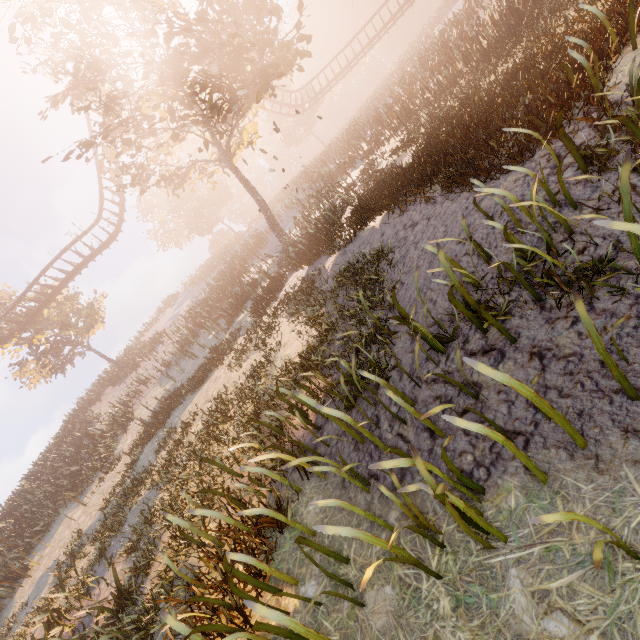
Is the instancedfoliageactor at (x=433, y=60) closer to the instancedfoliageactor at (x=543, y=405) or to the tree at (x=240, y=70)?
the instancedfoliageactor at (x=543, y=405)

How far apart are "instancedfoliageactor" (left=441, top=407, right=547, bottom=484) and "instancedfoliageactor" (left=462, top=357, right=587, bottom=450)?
0.3m

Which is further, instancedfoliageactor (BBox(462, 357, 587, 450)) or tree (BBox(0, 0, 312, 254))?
tree (BBox(0, 0, 312, 254))

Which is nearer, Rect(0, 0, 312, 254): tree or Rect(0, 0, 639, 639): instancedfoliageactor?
Rect(0, 0, 639, 639): instancedfoliageactor

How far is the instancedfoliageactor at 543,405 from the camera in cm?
212

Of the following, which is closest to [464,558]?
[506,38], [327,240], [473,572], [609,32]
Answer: [473,572]

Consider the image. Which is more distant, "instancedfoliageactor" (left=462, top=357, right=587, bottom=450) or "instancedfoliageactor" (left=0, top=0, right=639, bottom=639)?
"instancedfoliageactor" (left=0, top=0, right=639, bottom=639)

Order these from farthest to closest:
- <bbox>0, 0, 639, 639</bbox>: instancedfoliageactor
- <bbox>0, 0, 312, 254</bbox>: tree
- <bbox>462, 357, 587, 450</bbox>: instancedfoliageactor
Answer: <bbox>0, 0, 312, 254</bbox>: tree
<bbox>0, 0, 639, 639</bbox>: instancedfoliageactor
<bbox>462, 357, 587, 450</bbox>: instancedfoliageactor
